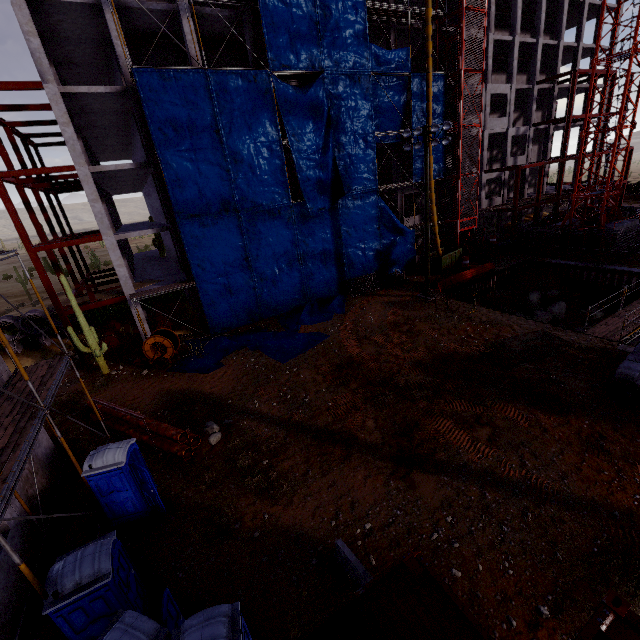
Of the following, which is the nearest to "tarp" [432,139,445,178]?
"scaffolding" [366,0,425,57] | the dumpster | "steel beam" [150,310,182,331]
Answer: "scaffolding" [366,0,425,57]

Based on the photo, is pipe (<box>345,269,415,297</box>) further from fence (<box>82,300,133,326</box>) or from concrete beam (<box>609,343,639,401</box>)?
concrete beam (<box>609,343,639,401</box>)

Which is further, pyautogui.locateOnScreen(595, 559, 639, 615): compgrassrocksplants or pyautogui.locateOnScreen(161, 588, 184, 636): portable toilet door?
pyautogui.locateOnScreen(595, 559, 639, 615): compgrassrocksplants

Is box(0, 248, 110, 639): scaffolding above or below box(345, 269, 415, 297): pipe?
above

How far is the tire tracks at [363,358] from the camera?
16.3 meters

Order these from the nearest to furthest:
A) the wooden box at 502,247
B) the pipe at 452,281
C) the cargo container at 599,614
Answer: the cargo container at 599,614
the pipe at 452,281
the wooden box at 502,247

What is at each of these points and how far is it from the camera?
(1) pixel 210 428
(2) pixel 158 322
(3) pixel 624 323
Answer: (1) compgrassrocksplants, 13.3m
(2) steel beam, 24.8m
(3) scaffolding, 14.8m

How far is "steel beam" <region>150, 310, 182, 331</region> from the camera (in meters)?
23.98
